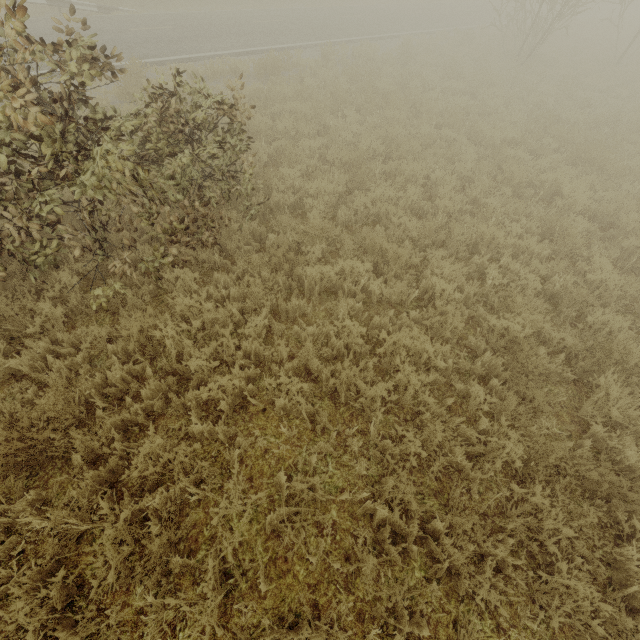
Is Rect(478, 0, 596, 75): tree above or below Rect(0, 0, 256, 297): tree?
above

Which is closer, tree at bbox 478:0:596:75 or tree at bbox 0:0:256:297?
tree at bbox 0:0:256:297

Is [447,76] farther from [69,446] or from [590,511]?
[69,446]

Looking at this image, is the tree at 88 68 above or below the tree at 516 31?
below

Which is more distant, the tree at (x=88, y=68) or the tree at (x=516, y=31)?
the tree at (x=516, y=31)
